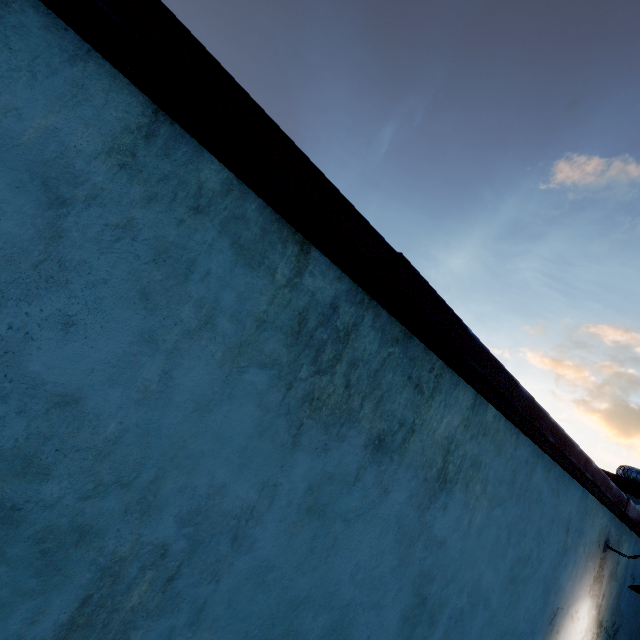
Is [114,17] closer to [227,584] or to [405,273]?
[405,273]

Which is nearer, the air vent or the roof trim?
the roof trim

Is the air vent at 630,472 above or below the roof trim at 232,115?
above

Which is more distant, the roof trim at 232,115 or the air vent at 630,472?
the air vent at 630,472

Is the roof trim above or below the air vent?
below
